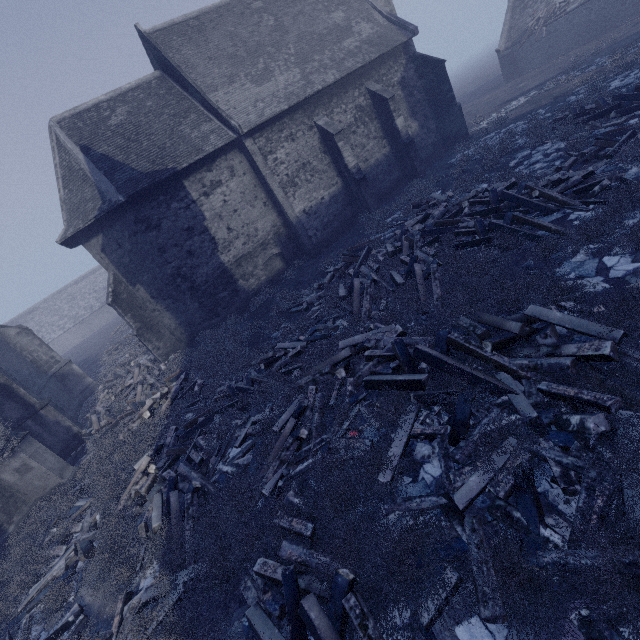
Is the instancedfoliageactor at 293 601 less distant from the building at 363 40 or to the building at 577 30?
the building at 363 40

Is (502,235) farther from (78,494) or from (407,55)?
(407,55)

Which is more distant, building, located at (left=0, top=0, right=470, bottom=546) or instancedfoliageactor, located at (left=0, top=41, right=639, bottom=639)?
building, located at (left=0, top=0, right=470, bottom=546)

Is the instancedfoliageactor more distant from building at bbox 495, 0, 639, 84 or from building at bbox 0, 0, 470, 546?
building at bbox 495, 0, 639, 84

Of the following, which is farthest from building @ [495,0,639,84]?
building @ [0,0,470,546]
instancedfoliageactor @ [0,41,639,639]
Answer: instancedfoliageactor @ [0,41,639,639]

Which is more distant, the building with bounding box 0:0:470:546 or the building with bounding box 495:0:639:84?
the building with bounding box 495:0:639:84

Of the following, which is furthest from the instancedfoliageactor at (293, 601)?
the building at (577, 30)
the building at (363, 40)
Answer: the building at (577, 30)
